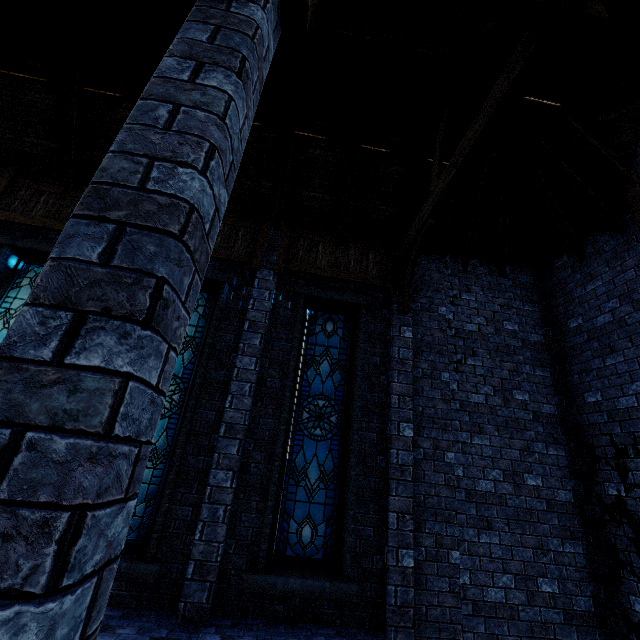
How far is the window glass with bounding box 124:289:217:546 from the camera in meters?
5.2

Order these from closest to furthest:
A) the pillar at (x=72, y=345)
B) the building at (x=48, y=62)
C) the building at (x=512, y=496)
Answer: the pillar at (x=72, y=345) < the building at (x=512, y=496) < the building at (x=48, y=62)

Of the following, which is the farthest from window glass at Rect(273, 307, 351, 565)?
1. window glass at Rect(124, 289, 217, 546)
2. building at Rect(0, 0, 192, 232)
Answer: window glass at Rect(124, 289, 217, 546)

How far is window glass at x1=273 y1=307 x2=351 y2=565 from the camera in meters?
5.4 m

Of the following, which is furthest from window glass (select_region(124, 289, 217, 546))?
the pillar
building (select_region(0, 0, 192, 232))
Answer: the pillar

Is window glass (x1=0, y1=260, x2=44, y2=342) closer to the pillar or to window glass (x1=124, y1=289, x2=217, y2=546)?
window glass (x1=124, y1=289, x2=217, y2=546)

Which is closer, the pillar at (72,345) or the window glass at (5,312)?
the pillar at (72,345)

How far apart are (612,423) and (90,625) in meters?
7.5 m
